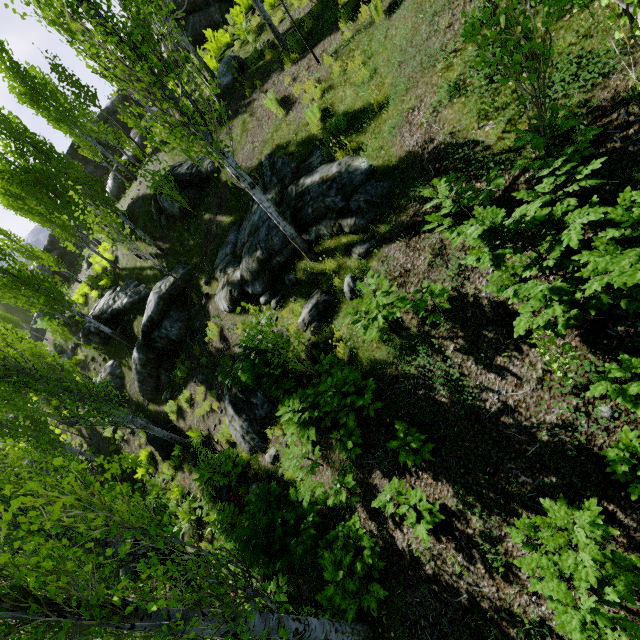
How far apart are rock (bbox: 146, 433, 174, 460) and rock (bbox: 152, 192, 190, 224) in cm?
844

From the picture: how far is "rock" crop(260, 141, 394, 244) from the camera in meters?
6.5 m

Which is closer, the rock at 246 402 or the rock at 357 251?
the rock at 357 251

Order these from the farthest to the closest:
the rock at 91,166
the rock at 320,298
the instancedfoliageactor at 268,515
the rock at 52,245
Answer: the rock at 91,166 → the rock at 52,245 → the rock at 320,298 → the instancedfoliageactor at 268,515

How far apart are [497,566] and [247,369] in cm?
494

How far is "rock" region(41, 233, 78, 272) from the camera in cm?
3244

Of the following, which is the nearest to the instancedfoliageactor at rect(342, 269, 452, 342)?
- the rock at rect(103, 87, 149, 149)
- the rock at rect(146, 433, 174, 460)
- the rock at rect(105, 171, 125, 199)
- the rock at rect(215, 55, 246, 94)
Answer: the rock at rect(146, 433, 174, 460)

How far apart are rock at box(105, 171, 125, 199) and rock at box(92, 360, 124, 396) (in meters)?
19.60
